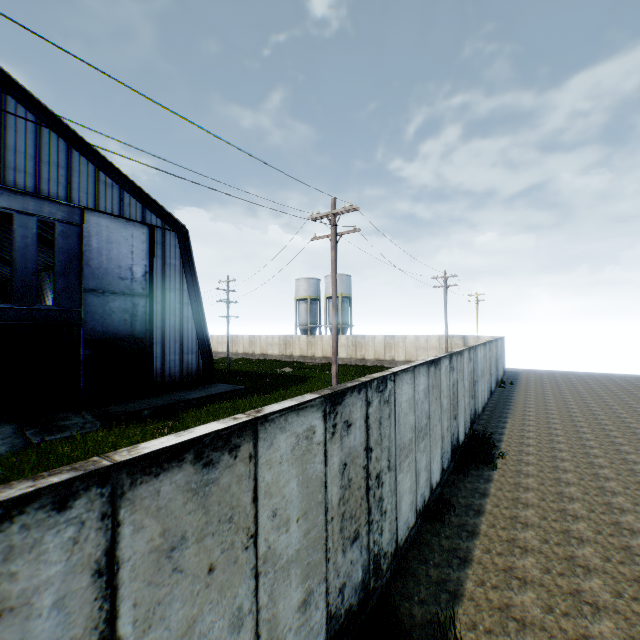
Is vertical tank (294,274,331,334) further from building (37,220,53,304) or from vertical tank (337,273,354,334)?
building (37,220,53,304)

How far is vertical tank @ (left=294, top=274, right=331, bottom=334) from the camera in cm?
4856

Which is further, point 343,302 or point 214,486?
point 343,302

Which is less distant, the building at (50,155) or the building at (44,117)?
the building at (44,117)

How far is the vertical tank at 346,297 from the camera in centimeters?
4728cm

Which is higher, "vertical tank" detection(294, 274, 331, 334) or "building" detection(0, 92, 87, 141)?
"building" detection(0, 92, 87, 141)

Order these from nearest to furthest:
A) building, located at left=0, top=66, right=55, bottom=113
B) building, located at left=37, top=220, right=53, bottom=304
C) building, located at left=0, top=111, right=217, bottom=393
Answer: building, located at left=0, top=66, right=55, bottom=113, building, located at left=0, top=111, right=217, bottom=393, building, located at left=37, top=220, right=53, bottom=304

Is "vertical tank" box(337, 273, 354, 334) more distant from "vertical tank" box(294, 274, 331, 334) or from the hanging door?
the hanging door
